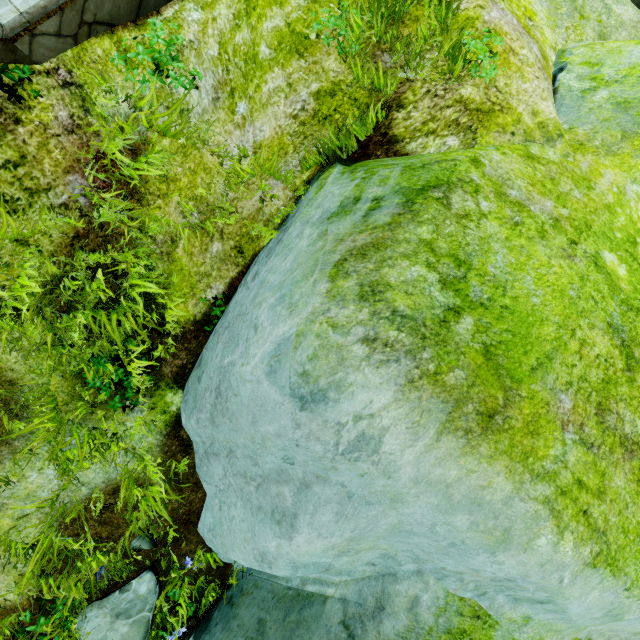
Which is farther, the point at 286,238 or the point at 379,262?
the point at 286,238
